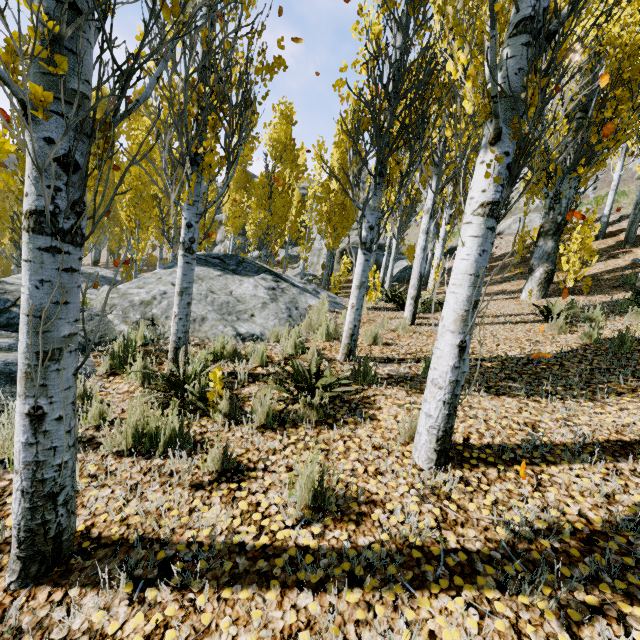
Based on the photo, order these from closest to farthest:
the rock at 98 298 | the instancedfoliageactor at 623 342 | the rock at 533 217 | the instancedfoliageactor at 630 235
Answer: the instancedfoliageactor at 623 342
the rock at 98 298
the instancedfoliageactor at 630 235
the rock at 533 217

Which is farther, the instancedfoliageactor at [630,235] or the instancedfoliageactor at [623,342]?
the instancedfoliageactor at [630,235]

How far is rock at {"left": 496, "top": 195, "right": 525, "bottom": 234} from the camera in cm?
2311

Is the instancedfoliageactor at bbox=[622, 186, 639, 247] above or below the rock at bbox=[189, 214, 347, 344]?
above

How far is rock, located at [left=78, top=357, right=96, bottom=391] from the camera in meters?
3.8 m

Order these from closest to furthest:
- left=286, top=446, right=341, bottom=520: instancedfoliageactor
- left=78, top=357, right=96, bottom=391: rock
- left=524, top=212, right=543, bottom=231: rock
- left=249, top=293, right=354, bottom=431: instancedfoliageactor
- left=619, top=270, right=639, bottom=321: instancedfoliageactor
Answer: left=286, top=446, right=341, bottom=520: instancedfoliageactor < left=249, top=293, right=354, bottom=431: instancedfoliageactor < left=78, top=357, right=96, bottom=391: rock < left=619, top=270, right=639, bottom=321: instancedfoliageactor < left=524, top=212, right=543, bottom=231: rock

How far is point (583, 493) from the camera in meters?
2.3

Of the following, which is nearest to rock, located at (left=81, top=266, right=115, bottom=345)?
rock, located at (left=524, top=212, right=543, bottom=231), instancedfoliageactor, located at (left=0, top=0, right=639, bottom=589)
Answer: instancedfoliageactor, located at (left=0, top=0, right=639, bottom=589)
